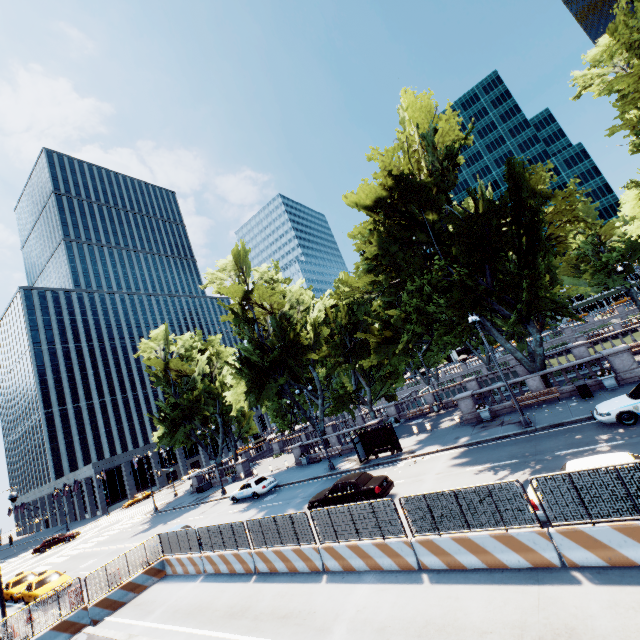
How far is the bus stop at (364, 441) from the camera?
24.5 meters

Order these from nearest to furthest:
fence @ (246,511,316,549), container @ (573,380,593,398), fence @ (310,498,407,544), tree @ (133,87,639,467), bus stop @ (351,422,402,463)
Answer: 1. fence @ (310,498,407,544)
2. fence @ (246,511,316,549)
3. container @ (573,380,593,398)
4. tree @ (133,87,639,467)
5. bus stop @ (351,422,402,463)

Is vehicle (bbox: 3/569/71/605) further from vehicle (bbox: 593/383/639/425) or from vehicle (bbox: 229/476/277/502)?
vehicle (bbox: 593/383/639/425)

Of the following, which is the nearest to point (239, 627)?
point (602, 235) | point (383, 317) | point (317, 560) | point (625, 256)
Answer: point (317, 560)

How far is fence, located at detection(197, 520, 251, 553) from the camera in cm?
1510

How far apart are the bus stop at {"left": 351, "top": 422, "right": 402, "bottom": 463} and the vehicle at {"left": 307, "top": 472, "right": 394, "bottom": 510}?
5.4m

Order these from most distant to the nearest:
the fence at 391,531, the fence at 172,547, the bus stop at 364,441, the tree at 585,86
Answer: the bus stop at 364,441
the tree at 585,86
the fence at 172,547
the fence at 391,531

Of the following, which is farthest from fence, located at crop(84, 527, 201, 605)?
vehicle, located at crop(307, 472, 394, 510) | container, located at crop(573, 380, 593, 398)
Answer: container, located at crop(573, 380, 593, 398)
